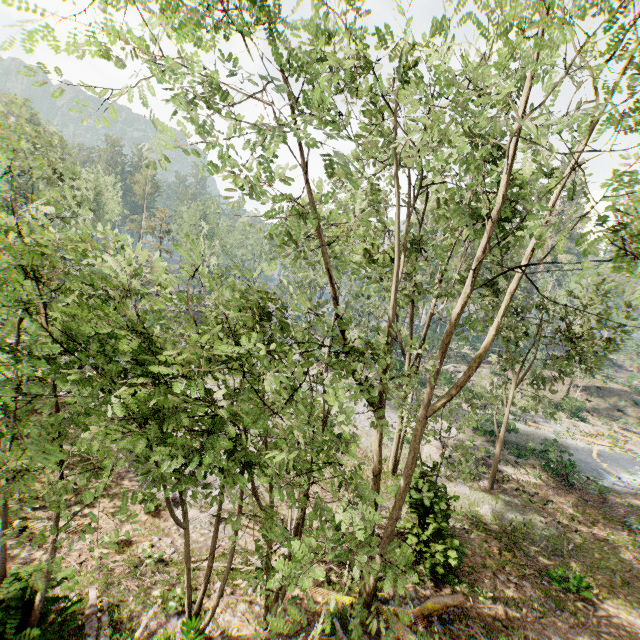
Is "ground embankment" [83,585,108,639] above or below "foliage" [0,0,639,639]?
below

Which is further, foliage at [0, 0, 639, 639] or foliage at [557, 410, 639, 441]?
foliage at [557, 410, 639, 441]

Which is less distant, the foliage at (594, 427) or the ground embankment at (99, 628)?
the ground embankment at (99, 628)

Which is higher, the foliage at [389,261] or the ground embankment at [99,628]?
the foliage at [389,261]

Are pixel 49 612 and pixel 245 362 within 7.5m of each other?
yes

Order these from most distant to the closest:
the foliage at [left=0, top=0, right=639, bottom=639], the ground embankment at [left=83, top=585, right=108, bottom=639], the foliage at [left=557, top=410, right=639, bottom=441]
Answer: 1. the foliage at [left=557, top=410, right=639, bottom=441]
2. the ground embankment at [left=83, top=585, right=108, bottom=639]
3. the foliage at [left=0, top=0, right=639, bottom=639]

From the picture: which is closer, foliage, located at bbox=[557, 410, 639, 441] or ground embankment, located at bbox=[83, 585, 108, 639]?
ground embankment, located at bbox=[83, 585, 108, 639]
